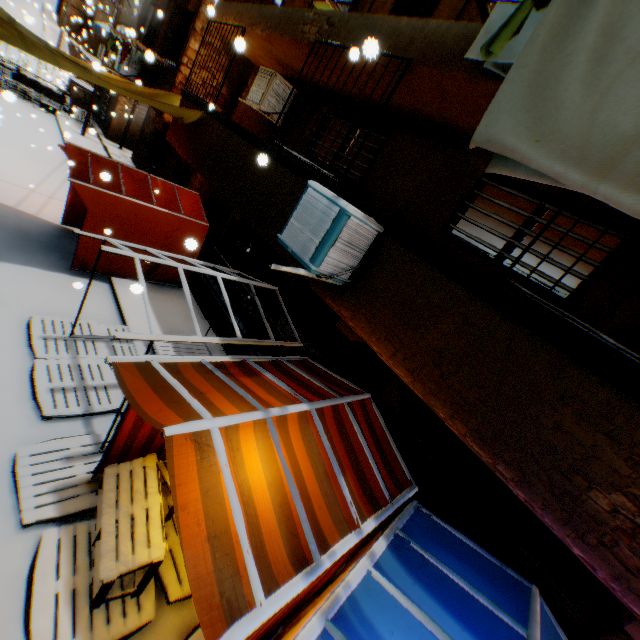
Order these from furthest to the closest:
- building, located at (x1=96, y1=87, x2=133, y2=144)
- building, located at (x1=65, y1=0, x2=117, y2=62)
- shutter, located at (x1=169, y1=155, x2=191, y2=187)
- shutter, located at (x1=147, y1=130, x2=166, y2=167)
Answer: building, located at (x1=96, y1=87, x2=133, y2=144) < building, located at (x1=65, y1=0, x2=117, y2=62) < shutter, located at (x1=147, y1=130, x2=166, y2=167) < shutter, located at (x1=169, y1=155, x2=191, y2=187)

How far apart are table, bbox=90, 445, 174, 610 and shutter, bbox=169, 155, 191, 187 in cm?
1164

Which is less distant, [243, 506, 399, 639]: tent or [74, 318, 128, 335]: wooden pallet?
[243, 506, 399, 639]: tent

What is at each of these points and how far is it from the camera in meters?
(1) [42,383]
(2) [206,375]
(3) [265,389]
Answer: (1) wooden pallet, 5.0 m
(2) tent, 3.7 m
(3) tent, 4.0 m

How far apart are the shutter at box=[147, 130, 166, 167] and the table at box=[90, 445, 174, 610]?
15.25m

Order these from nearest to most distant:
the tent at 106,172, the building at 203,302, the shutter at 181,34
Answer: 1. the tent at 106,172
2. the building at 203,302
3. the shutter at 181,34

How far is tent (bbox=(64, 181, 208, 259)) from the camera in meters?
7.1

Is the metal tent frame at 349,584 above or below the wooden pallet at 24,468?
above
